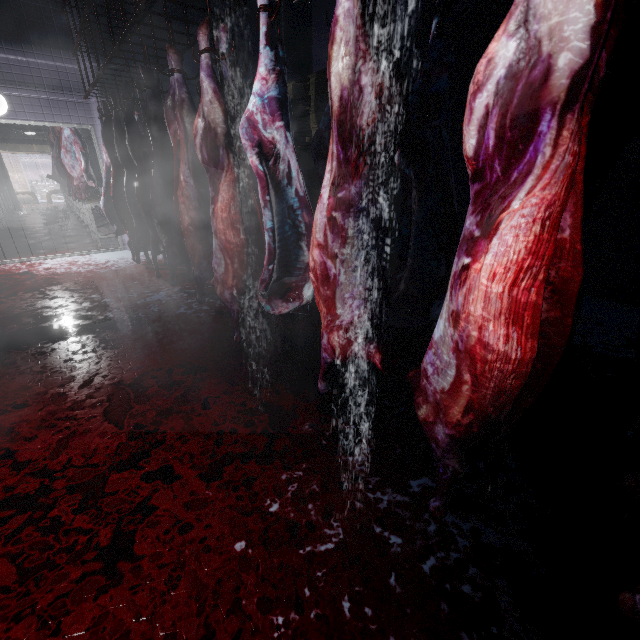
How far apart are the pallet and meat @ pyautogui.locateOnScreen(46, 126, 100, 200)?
4.24m

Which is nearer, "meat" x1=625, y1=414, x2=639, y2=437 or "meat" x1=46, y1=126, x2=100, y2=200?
"meat" x1=625, y1=414, x2=639, y2=437

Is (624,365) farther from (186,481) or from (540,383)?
(186,481)

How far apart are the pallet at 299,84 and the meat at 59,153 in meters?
4.2

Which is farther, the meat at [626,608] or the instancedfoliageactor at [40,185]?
the instancedfoliageactor at [40,185]

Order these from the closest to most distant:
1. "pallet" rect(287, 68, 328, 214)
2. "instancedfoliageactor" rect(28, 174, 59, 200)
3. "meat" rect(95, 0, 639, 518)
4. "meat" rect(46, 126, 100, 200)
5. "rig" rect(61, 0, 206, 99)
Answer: "meat" rect(95, 0, 639, 518), "rig" rect(61, 0, 206, 99), "pallet" rect(287, 68, 328, 214), "meat" rect(46, 126, 100, 200), "instancedfoliageactor" rect(28, 174, 59, 200)

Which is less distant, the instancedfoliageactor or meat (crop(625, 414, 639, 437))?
meat (crop(625, 414, 639, 437))

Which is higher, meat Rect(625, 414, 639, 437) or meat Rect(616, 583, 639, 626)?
meat Rect(625, 414, 639, 437)
